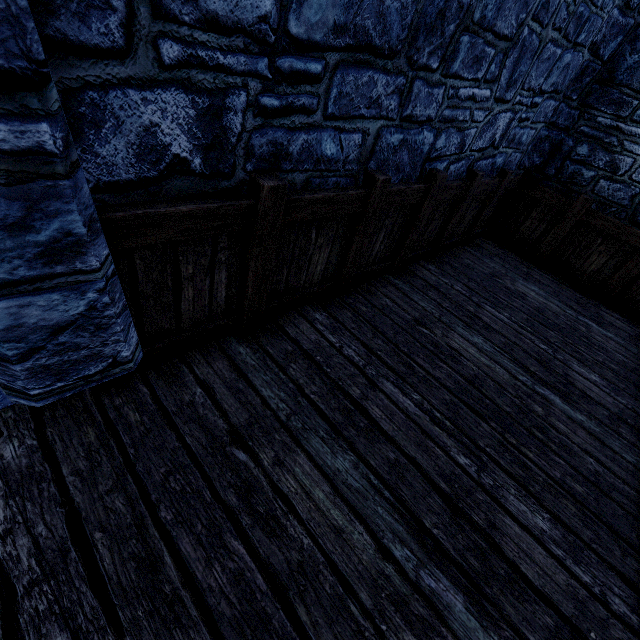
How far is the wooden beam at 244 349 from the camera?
2.0m

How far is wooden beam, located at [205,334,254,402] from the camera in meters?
2.0 m

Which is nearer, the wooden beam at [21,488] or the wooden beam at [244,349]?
the wooden beam at [21,488]

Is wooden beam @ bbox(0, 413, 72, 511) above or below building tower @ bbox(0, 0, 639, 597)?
below

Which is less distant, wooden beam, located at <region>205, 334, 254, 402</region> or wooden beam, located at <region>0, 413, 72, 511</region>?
wooden beam, located at <region>0, 413, 72, 511</region>

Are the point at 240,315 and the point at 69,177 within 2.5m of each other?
yes

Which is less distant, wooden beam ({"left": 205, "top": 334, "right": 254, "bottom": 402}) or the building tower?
the building tower

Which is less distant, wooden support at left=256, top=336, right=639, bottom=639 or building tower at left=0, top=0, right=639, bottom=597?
building tower at left=0, top=0, right=639, bottom=597
